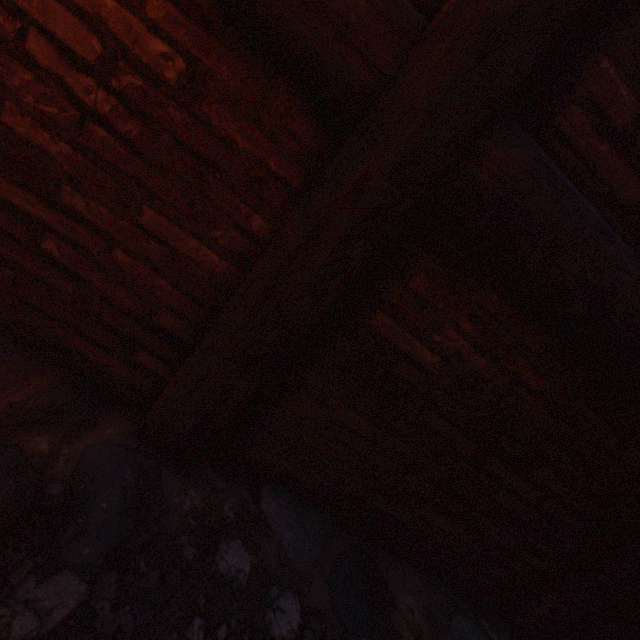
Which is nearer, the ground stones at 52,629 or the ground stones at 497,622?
the ground stones at 52,629

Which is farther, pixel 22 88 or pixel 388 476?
pixel 388 476

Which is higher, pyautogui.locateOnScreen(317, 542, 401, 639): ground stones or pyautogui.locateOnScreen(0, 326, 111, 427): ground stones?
pyautogui.locateOnScreen(0, 326, 111, 427): ground stones

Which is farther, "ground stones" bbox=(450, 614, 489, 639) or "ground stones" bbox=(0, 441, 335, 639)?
"ground stones" bbox=(450, 614, 489, 639)
